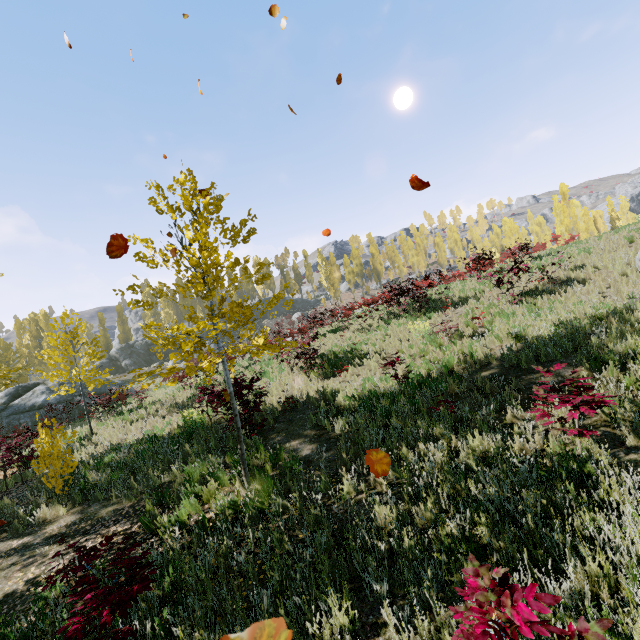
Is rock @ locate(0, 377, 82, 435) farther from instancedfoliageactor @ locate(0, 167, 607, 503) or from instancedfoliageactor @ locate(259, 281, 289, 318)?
instancedfoliageactor @ locate(259, 281, 289, 318)

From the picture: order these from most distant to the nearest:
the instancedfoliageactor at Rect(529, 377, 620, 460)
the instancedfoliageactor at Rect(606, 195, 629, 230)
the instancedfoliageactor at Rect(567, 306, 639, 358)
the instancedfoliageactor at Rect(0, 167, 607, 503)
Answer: the instancedfoliageactor at Rect(606, 195, 629, 230) → the instancedfoliageactor at Rect(567, 306, 639, 358) → the instancedfoliageactor at Rect(0, 167, 607, 503) → the instancedfoliageactor at Rect(529, 377, 620, 460)

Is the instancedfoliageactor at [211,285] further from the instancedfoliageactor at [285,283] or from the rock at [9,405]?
the rock at [9,405]

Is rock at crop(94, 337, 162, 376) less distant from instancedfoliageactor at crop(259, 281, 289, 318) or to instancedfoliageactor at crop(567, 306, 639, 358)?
instancedfoliageactor at crop(567, 306, 639, 358)

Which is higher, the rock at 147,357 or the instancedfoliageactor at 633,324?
the rock at 147,357

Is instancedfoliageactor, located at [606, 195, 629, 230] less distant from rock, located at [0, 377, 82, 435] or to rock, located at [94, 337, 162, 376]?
rock, located at [94, 337, 162, 376]

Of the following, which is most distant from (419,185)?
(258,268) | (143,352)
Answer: (143,352)
